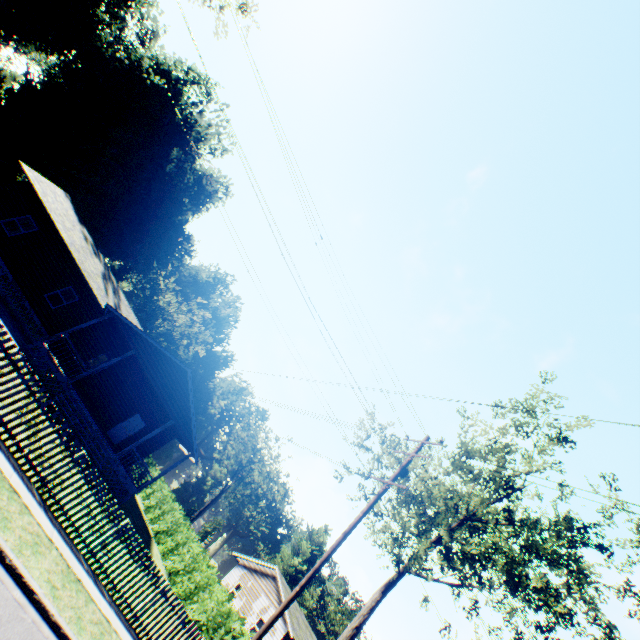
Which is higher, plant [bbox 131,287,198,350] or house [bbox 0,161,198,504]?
plant [bbox 131,287,198,350]

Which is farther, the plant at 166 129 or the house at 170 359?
the plant at 166 129

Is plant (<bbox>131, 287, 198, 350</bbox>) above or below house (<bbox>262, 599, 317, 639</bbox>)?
above

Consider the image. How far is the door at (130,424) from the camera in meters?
22.5

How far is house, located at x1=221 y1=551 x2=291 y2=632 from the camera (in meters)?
28.06

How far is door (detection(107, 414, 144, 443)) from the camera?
22.5m

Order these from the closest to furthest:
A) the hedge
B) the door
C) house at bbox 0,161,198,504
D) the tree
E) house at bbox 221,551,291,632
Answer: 1. the tree
2. the hedge
3. house at bbox 0,161,198,504
4. the door
5. house at bbox 221,551,291,632

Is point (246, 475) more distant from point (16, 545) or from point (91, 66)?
point (91, 66)
